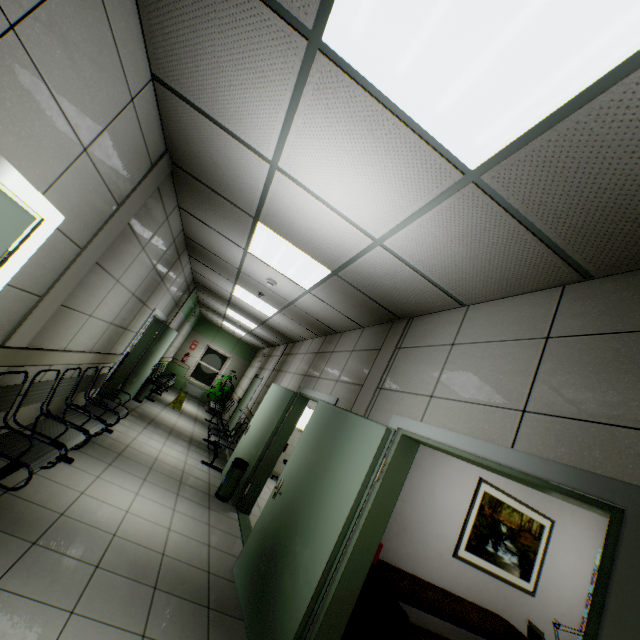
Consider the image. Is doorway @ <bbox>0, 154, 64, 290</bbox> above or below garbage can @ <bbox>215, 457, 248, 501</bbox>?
above

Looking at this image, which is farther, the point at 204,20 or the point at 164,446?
the point at 164,446

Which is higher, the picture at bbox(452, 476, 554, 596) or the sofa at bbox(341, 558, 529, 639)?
the picture at bbox(452, 476, 554, 596)

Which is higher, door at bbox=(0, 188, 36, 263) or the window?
door at bbox=(0, 188, 36, 263)

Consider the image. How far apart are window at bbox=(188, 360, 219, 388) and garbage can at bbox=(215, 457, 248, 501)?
9.4m

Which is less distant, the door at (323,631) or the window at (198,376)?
the door at (323,631)

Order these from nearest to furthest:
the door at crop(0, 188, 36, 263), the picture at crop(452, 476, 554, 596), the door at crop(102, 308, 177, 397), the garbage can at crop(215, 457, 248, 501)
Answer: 1. the door at crop(0, 188, 36, 263)
2. the picture at crop(452, 476, 554, 596)
3. the garbage can at crop(215, 457, 248, 501)
4. the door at crop(102, 308, 177, 397)

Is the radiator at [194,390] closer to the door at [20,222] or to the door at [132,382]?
the door at [132,382]
